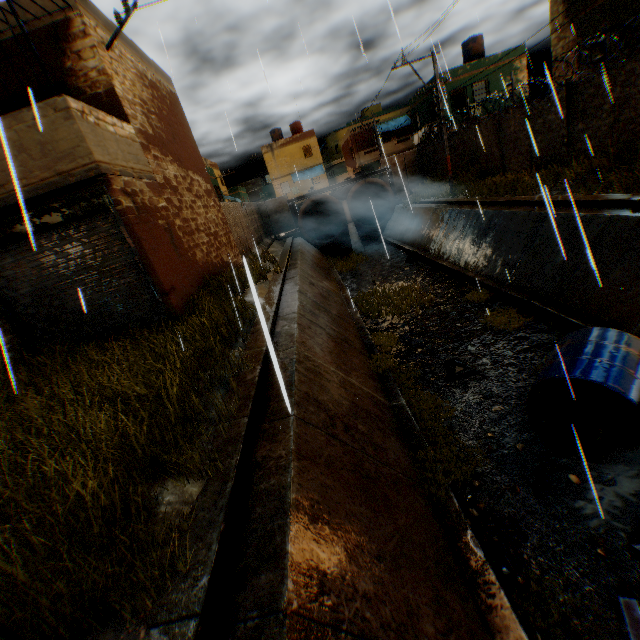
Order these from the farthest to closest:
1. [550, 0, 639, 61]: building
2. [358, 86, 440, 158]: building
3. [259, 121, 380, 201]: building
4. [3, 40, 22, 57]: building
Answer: [259, 121, 380, 201]: building
[358, 86, 440, 158]: building
[550, 0, 639, 61]: building
[3, 40, 22, 57]: building

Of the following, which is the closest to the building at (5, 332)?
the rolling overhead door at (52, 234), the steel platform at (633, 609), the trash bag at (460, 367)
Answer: the rolling overhead door at (52, 234)

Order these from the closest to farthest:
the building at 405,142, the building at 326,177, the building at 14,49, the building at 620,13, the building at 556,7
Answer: the building at 14,49, the building at 620,13, the building at 556,7, the building at 405,142, the building at 326,177

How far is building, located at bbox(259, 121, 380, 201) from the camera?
38.5m

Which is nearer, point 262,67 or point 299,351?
point 262,67

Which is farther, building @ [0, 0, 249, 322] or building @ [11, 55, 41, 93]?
building @ [11, 55, 41, 93]

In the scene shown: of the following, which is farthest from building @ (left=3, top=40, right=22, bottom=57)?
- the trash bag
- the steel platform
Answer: the steel platform

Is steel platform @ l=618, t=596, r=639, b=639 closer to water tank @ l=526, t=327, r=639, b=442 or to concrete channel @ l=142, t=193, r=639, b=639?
concrete channel @ l=142, t=193, r=639, b=639
